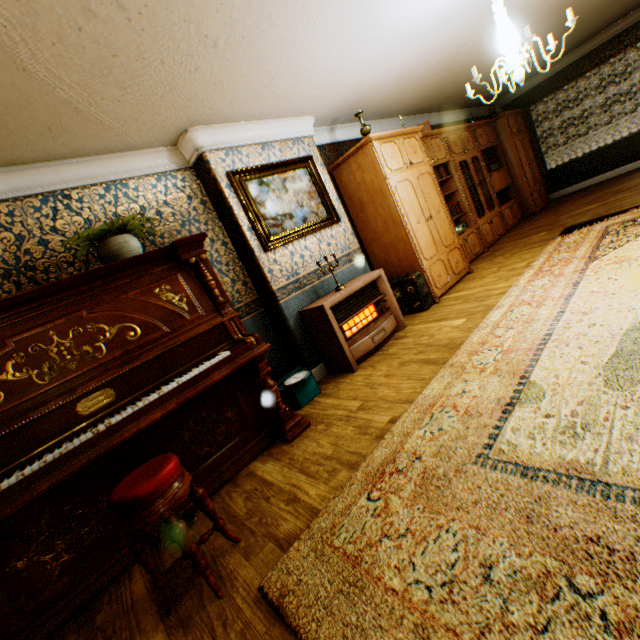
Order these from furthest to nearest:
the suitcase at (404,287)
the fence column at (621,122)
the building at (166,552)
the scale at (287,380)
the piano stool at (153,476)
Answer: the fence column at (621,122) < the suitcase at (404,287) < the scale at (287,380) < the building at (166,552) < the piano stool at (153,476)

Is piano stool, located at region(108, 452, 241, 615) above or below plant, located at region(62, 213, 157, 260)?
below

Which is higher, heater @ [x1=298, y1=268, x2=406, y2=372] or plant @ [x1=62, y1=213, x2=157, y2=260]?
plant @ [x1=62, y1=213, x2=157, y2=260]

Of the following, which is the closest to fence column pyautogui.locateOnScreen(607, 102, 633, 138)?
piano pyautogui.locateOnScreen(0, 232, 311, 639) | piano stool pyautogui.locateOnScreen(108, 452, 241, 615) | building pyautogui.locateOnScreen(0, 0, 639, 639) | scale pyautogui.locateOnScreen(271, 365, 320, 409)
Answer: building pyautogui.locateOnScreen(0, 0, 639, 639)

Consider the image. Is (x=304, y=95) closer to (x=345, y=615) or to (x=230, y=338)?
(x=230, y=338)

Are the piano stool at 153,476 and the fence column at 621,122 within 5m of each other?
no

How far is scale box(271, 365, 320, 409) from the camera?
3.5m

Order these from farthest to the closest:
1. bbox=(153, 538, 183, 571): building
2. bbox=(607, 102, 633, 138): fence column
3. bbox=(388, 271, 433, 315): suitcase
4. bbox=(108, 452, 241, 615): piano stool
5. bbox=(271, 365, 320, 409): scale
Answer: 1. bbox=(607, 102, 633, 138): fence column
2. bbox=(388, 271, 433, 315): suitcase
3. bbox=(271, 365, 320, 409): scale
4. bbox=(153, 538, 183, 571): building
5. bbox=(108, 452, 241, 615): piano stool
